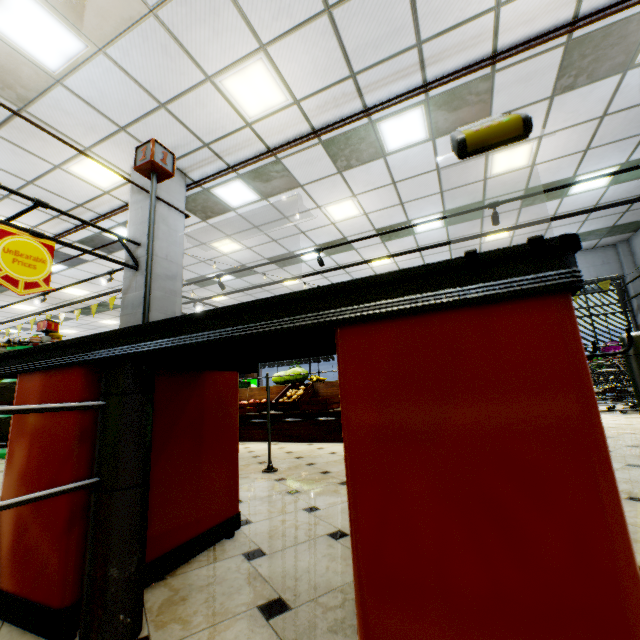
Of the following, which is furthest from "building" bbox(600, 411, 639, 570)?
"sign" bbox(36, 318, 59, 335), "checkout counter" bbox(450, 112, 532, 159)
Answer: "sign" bbox(36, 318, 59, 335)

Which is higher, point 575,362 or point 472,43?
point 472,43

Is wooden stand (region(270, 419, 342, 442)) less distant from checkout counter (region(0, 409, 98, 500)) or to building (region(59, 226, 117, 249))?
building (region(59, 226, 117, 249))

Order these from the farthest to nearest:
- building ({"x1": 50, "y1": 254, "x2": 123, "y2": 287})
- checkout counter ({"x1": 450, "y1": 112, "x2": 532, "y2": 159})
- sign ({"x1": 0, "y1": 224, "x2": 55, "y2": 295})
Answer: building ({"x1": 50, "y1": 254, "x2": 123, "y2": 287}) < sign ({"x1": 0, "y1": 224, "x2": 55, "y2": 295}) < checkout counter ({"x1": 450, "y1": 112, "x2": 532, "y2": 159})

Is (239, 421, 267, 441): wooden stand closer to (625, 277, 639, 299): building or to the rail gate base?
(625, 277, 639, 299): building

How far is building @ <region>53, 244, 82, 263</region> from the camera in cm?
864

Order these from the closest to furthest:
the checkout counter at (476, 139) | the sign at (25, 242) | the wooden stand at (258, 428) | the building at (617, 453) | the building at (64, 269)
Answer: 1. the checkout counter at (476, 139)
2. the building at (617, 453)
3. the sign at (25, 242)
4. the wooden stand at (258, 428)
5. the building at (64, 269)

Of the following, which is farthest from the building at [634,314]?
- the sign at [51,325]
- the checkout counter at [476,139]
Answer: the sign at [51,325]
